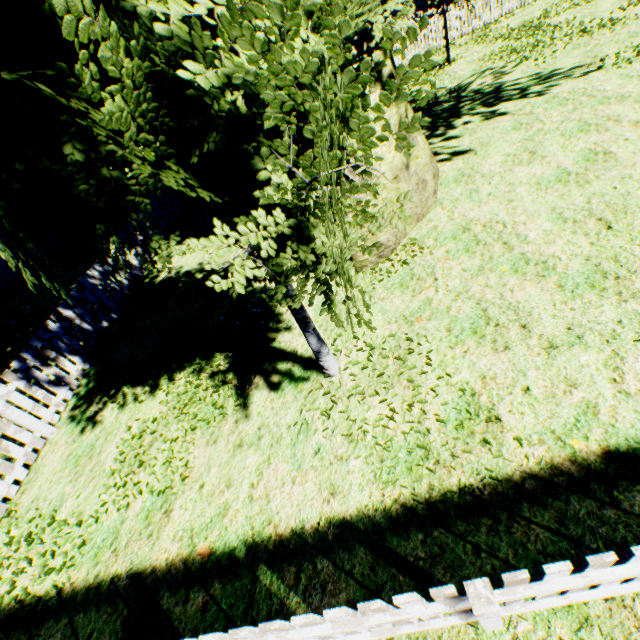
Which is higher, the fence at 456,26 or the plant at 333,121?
the plant at 333,121

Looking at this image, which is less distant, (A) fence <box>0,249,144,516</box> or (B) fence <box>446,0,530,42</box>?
(A) fence <box>0,249,144,516</box>

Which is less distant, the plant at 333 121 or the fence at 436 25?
the plant at 333 121

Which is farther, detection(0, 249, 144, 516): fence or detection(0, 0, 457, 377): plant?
detection(0, 249, 144, 516): fence

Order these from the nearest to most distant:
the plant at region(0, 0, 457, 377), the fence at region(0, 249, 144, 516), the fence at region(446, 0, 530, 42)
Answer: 1. the plant at region(0, 0, 457, 377)
2. the fence at region(0, 249, 144, 516)
3. the fence at region(446, 0, 530, 42)

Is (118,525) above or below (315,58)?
below
